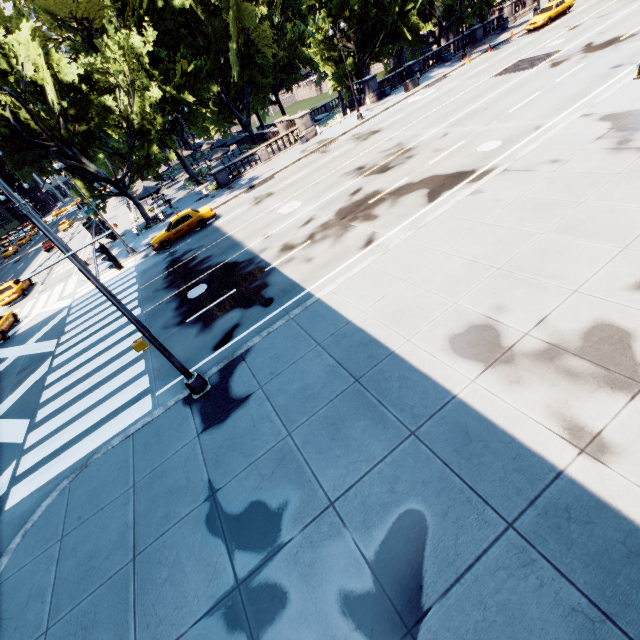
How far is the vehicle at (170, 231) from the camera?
22.9m

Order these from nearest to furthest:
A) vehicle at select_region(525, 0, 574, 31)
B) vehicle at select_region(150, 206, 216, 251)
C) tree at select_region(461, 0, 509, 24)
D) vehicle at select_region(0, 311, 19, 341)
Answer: vehicle at select_region(0, 311, 19, 341)
vehicle at select_region(150, 206, 216, 251)
vehicle at select_region(525, 0, 574, 31)
tree at select_region(461, 0, 509, 24)

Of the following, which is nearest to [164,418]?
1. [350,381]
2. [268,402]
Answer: [268,402]

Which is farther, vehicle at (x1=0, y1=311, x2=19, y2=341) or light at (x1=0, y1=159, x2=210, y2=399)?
vehicle at (x1=0, y1=311, x2=19, y2=341)

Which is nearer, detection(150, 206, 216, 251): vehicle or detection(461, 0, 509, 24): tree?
detection(150, 206, 216, 251): vehicle

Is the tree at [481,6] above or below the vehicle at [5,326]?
above

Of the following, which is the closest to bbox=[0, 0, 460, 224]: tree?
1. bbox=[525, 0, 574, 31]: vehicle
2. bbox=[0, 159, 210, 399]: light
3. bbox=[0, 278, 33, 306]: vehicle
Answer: bbox=[525, 0, 574, 31]: vehicle
